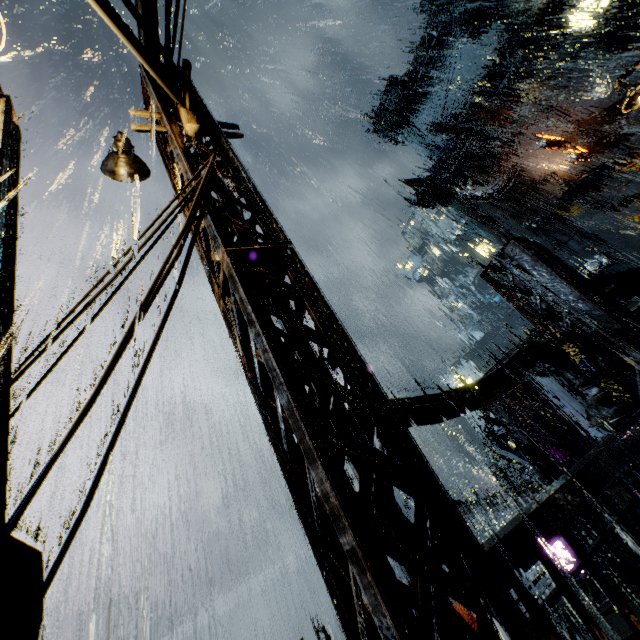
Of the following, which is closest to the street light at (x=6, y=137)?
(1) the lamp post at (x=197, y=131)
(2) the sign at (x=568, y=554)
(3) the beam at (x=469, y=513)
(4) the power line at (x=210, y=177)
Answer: (4) the power line at (x=210, y=177)

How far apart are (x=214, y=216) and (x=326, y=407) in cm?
206

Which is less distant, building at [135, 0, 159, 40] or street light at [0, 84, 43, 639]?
street light at [0, 84, 43, 639]

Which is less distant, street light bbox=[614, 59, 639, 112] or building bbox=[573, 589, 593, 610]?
street light bbox=[614, 59, 639, 112]

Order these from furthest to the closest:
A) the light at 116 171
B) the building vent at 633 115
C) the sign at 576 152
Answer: the sign at 576 152
the building vent at 633 115
the light at 116 171

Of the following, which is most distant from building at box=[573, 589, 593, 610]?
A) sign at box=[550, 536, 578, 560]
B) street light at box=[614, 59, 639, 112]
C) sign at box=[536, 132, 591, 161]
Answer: sign at box=[550, 536, 578, 560]

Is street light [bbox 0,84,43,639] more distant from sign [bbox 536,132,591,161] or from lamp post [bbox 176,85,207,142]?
sign [bbox 536,132,591,161]

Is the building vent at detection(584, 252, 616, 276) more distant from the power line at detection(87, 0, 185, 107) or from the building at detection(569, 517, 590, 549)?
the power line at detection(87, 0, 185, 107)
